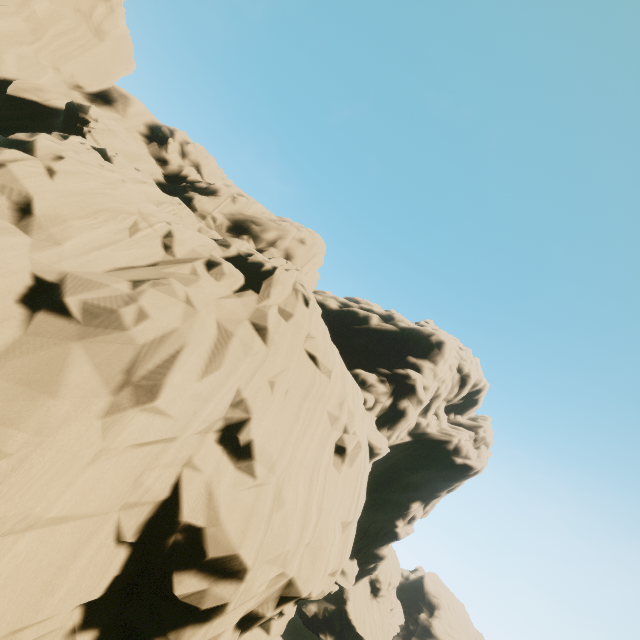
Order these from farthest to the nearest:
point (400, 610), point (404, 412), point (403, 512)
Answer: point (400, 610) → point (403, 512) → point (404, 412)
